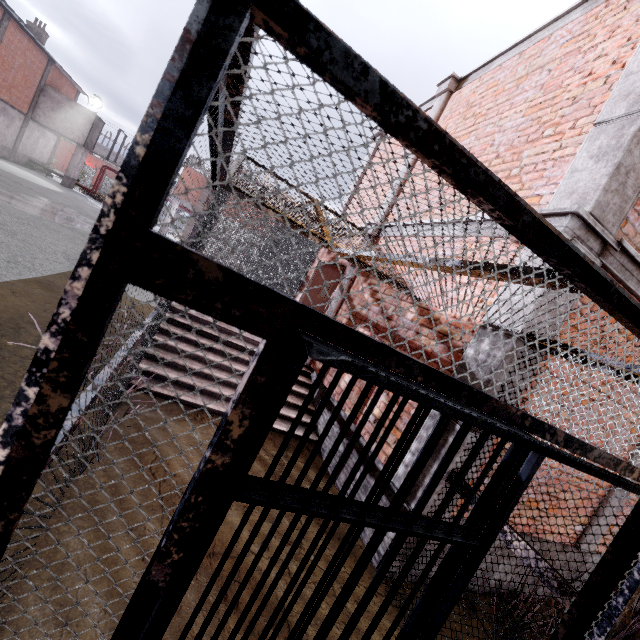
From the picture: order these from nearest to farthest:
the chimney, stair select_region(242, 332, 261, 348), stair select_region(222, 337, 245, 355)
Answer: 1. stair select_region(222, 337, 245, 355)
2. stair select_region(242, 332, 261, 348)
3. the chimney

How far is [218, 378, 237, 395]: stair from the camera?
5.0m

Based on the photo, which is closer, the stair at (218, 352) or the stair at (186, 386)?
the stair at (186, 386)

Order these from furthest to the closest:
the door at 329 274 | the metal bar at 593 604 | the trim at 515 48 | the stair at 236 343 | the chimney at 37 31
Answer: the chimney at 37 31, the door at 329 274, the stair at 236 343, the trim at 515 48, the metal bar at 593 604

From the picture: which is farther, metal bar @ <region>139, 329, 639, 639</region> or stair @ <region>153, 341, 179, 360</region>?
stair @ <region>153, 341, 179, 360</region>

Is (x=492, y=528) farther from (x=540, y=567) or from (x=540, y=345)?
(x=540, y=345)

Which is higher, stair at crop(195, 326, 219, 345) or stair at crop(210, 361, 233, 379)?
stair at crop(195, 326, 219, 345)
